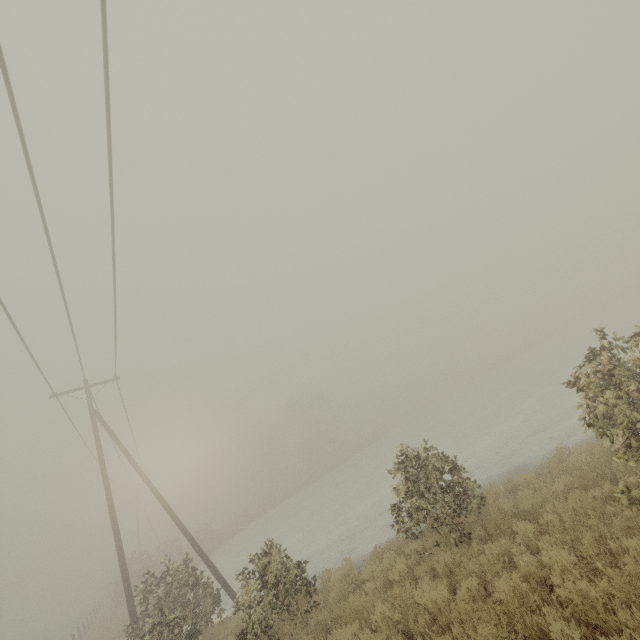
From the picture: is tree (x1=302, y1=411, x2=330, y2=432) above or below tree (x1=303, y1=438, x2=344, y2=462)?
above

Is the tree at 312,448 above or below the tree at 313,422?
below

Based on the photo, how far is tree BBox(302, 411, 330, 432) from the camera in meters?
57.9

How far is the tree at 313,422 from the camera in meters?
57.9

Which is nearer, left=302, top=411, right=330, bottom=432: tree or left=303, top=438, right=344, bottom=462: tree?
left=303, top=438, right=344, bottom=462: tree

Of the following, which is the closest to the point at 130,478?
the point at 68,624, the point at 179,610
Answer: the point at 68,624
